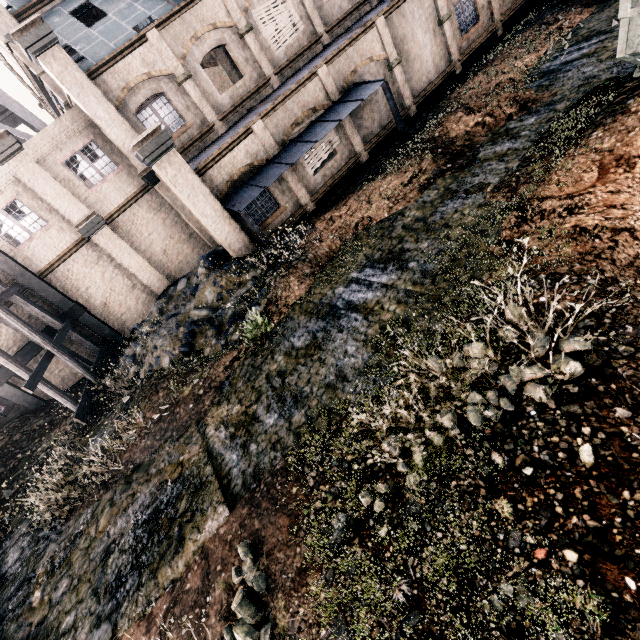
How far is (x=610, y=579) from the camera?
3.6m

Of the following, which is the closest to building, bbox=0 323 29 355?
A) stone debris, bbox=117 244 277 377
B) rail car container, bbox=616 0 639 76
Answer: stone debris, bbox=117 244 277 377

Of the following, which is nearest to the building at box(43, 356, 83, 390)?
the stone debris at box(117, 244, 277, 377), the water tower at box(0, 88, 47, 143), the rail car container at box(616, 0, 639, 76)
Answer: the stone debris at box(117, 244, 277, 377)

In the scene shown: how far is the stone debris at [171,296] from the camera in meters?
13.0

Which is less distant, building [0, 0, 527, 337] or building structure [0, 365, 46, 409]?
building [0, 0, 527, 337]

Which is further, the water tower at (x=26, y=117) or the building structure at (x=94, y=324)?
the water tower at (x=26, y=117)

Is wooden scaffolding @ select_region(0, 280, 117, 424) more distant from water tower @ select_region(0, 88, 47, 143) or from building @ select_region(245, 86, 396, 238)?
water tower @ select_region(0, 88, 47, 143)

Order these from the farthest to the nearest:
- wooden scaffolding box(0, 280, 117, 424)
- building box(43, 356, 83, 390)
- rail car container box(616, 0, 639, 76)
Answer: building box(43, 356, 83, 390)
wooden scaffolding box(0, 280, 117, 424)
rail car container box(616, 0, 639, 76)
